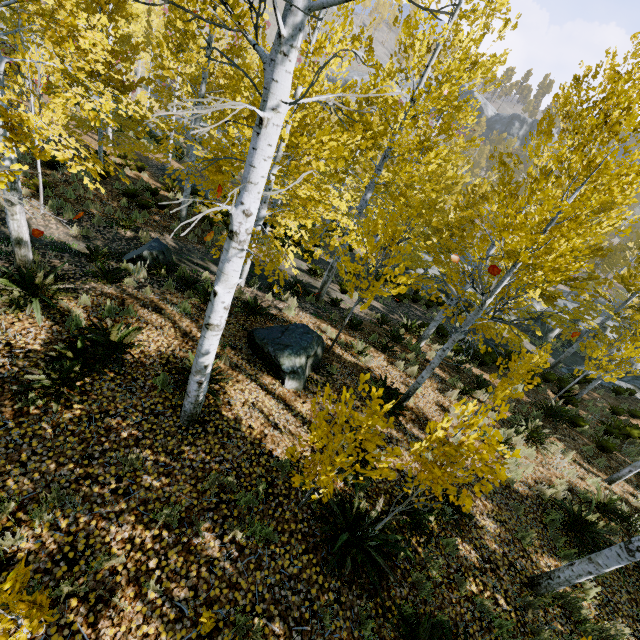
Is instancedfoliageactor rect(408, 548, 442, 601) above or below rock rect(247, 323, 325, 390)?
below

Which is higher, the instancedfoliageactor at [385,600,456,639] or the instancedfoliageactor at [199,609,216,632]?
the instancedfoliageactor at [199,609,216,632]

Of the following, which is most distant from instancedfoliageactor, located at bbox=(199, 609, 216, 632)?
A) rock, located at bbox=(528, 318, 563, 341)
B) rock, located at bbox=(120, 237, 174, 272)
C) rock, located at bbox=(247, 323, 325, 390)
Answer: rock, located at bbox=(120, 237, 174, 272)

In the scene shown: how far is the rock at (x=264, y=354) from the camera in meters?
6.6

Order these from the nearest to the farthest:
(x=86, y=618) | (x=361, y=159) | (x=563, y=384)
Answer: (x=86, y=618)
(x=563, y=384)
(x=361, y=159)

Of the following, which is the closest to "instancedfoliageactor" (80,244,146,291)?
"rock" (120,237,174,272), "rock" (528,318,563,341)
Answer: "rock" (528,318,563,341)

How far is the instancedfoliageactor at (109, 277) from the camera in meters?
6.7

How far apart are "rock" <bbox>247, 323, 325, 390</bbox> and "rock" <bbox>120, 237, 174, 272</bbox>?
3.69m
